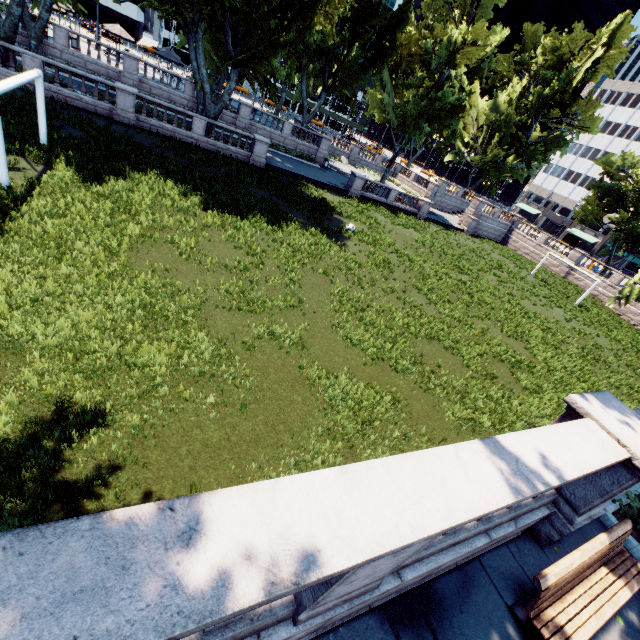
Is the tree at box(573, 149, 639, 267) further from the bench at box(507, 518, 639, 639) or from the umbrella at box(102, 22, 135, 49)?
the bench at box(507, 518, 639, 639)

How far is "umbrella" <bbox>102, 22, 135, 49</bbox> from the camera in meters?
32.4

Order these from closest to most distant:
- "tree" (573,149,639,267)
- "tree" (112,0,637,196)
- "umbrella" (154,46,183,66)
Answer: "tree" (112,0,637,196), "umbrella" (154,46,183,66), "tree" (573,149,639,267)

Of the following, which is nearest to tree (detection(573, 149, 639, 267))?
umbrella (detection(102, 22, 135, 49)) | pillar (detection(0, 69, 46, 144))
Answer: umbrella (detection(102, 22, 135, 49))

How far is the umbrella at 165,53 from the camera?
32.34m

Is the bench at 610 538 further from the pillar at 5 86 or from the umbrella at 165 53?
the umbrella at 165 53

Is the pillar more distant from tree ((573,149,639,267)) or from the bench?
the bench

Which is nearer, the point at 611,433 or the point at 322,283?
the point at 611,433
